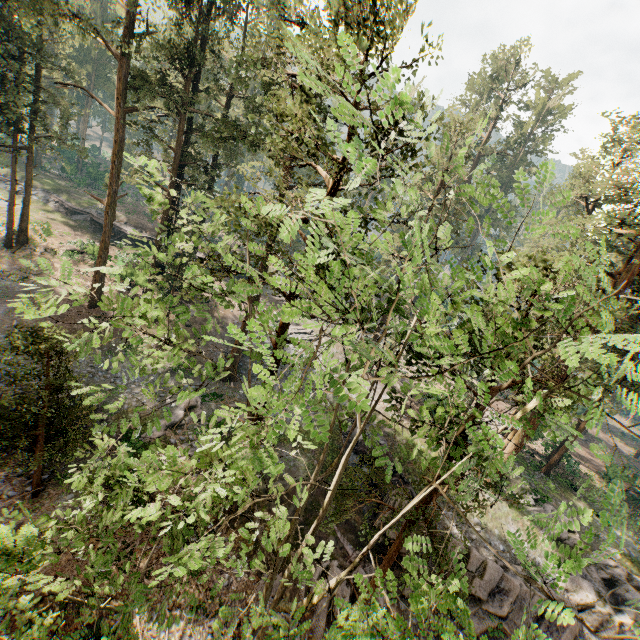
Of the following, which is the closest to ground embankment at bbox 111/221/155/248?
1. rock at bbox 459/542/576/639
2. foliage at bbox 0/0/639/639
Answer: foliage at bbox 0/0/639/639

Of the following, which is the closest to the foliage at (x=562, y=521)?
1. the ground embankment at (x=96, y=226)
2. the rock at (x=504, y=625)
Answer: the rock at (x=504, y=625)

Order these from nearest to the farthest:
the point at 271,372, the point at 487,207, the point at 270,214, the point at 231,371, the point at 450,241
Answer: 1. the point at 270,214
2. the point at 450,241
3. the point at 271,372
4. the point at 231,371
5. the point at 487,207

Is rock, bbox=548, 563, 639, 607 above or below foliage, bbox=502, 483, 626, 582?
below

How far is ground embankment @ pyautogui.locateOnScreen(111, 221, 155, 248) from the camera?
40.6 meters

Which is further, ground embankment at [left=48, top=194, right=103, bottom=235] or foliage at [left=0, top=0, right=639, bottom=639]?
ground embankment at [left=48, top=194, right=103, bottom=235]

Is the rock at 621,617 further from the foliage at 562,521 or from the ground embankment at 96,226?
the ground embankment at 96,226
